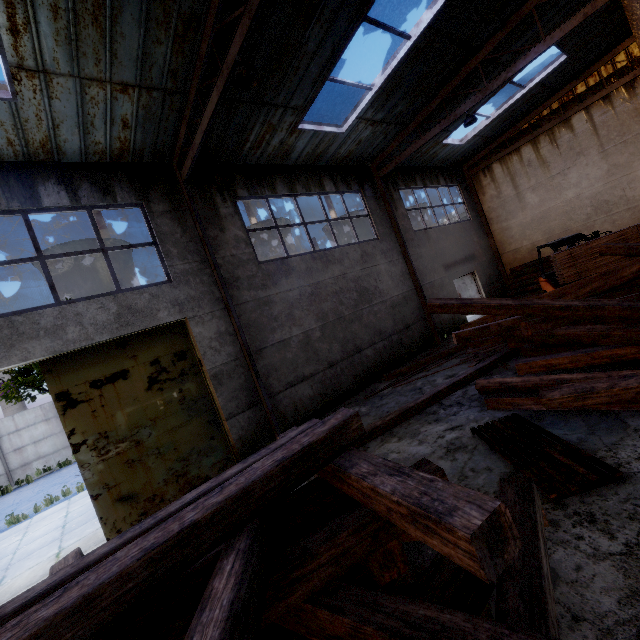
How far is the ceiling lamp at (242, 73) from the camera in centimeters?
507cm

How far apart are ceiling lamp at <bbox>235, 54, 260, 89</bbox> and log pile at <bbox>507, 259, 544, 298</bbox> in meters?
15.0 m

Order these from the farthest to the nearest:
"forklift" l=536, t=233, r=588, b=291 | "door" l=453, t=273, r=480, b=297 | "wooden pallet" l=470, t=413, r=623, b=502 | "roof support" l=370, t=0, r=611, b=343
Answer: "door" l=453, t=273, r=480, b=297 < "forklift" l=536, t=233, r=588, b=291 < "roof support" l=370, t=0, r=611, b=343 < "wooden pallet" l=470, t=413, r=623, b=502

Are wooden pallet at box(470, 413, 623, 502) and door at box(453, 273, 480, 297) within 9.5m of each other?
no

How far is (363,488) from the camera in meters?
2.1 m

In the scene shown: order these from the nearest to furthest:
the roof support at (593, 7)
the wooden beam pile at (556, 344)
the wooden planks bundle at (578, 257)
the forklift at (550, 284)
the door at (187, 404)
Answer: the wooden beam pile at (556, 344), the door at (187, 404), the roof support at (593, 7), the wooden planks bundle at (578, 257), the forklift at (550, 284)

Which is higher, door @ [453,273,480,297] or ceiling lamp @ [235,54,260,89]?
ceiling lamp @ [235,54,260,89]

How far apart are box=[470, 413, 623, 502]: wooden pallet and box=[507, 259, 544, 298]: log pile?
11.8m
